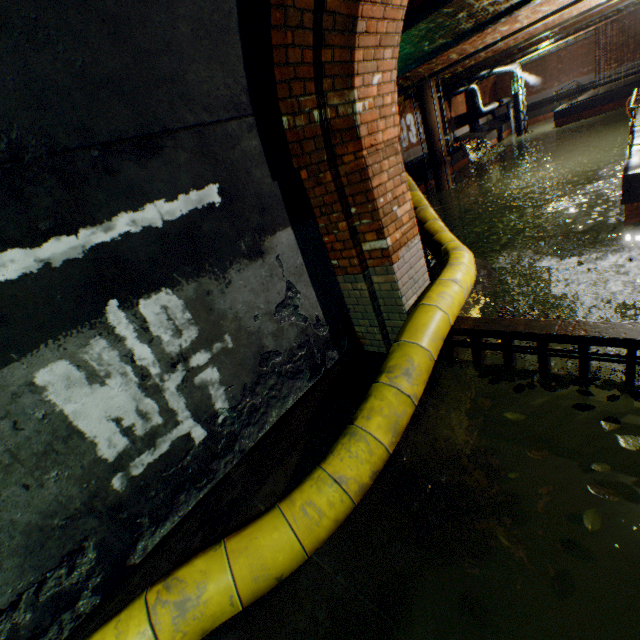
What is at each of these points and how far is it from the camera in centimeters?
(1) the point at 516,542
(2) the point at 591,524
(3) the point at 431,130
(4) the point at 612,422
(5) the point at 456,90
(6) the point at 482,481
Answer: (1) leaves, 201cm
(2) leaves, 196cm
(3) pipe, 1773cm
(4) leaves, 245cm
(5) pipe, 2425cm
(6) leaves, 240cm

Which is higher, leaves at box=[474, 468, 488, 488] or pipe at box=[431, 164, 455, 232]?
leaves at box=[474, 468, 488, 488]

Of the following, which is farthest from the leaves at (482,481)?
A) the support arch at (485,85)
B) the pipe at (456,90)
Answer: the support arch at (485,85)

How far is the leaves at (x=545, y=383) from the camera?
2.83m

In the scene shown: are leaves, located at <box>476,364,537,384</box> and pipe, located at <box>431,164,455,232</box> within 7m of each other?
no

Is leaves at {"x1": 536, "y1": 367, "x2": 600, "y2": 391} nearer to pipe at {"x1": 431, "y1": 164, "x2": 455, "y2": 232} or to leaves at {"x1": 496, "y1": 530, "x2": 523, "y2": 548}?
leaves at {"x1": 496, "y1": 530, "x2": 523, "y2": 548}

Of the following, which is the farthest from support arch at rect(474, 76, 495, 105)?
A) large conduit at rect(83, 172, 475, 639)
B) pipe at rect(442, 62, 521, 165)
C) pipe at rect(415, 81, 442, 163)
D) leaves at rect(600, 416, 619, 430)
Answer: leaves at rect(600, 416, 619, 430)

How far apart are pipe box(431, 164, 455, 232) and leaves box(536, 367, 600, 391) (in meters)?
18.42
